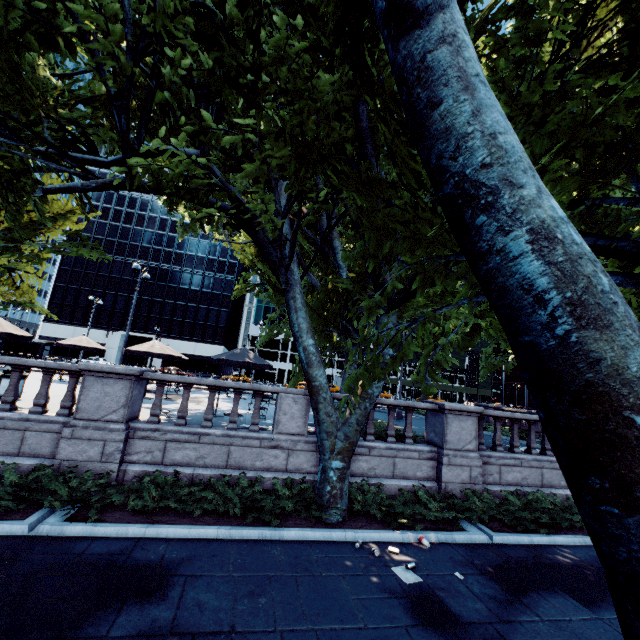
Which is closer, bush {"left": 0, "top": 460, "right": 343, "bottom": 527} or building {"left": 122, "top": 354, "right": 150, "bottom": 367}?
bush {"left": 0, "top": 460, "right": 343, "bottom": 527}

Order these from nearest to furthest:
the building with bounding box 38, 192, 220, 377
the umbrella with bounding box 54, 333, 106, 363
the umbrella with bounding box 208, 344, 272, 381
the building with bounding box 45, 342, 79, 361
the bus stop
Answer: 1. the umbrella with bounding box 208, 344, 272, 381
2. the umbrella with bounding box 54, 333, 106, 363
3. the bus stop
4. the building with bounding box 45, 342, 79, 361
5. the building with bounding box 38, 192, 220, 377

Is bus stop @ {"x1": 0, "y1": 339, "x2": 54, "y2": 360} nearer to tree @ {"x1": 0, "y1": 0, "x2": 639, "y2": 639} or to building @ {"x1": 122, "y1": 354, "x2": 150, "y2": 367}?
tree @ {"x1": 0, "y1": 0, "x2": 639, "y2": 639}

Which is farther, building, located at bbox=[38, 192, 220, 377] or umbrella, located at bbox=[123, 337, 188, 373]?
building, located at bbox=[38, 192, 220, 377]

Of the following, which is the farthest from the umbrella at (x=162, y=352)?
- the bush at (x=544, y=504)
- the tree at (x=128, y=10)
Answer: the bush at (x=544, y=504)

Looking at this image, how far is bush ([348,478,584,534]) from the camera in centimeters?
830cm

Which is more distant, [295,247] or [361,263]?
[361,263]

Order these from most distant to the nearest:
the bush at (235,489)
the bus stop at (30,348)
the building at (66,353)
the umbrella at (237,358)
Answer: the building at (66,353) → the bus stop at (30,348) → the umbrella at (237,358) → the bush at (235,489)
